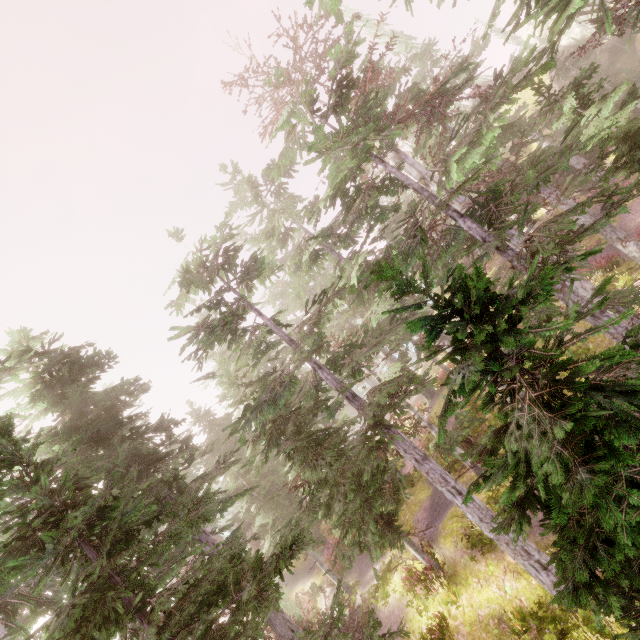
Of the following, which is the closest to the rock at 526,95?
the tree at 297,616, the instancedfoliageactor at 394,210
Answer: the instancedfoliageactor at 394,210

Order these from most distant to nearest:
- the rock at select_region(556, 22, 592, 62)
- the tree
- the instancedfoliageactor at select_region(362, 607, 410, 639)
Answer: the rock at select_region(556, 22, 592, 62)
the tree
the instancedfoliageactor at select_region(362, 607, 410, 639)

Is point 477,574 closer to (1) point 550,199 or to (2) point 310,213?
(2) point 310,213

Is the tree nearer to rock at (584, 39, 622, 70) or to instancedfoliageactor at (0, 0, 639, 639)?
instancedfoliageactor at (0, 0, 639, 639)

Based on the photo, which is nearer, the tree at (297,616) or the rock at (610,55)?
the tree at (297,616)

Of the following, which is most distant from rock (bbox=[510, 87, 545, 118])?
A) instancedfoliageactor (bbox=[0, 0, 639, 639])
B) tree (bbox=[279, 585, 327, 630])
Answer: tree (bbox=[279, 585, 327, 630])
